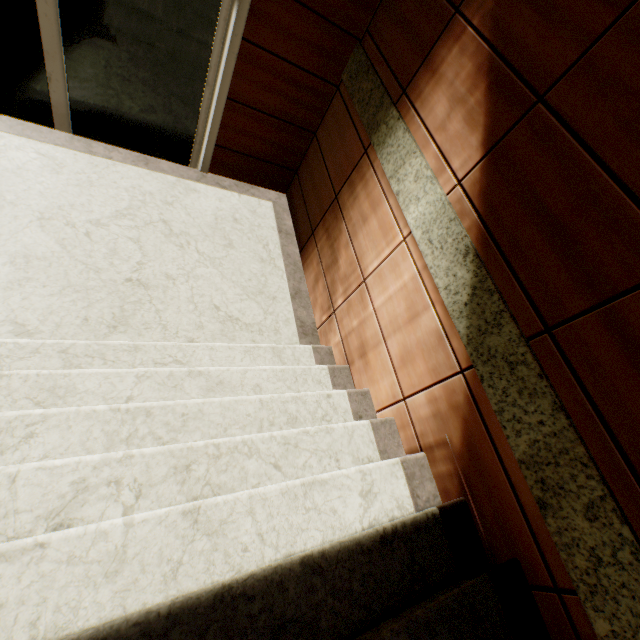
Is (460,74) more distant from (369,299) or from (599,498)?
(599,498)
